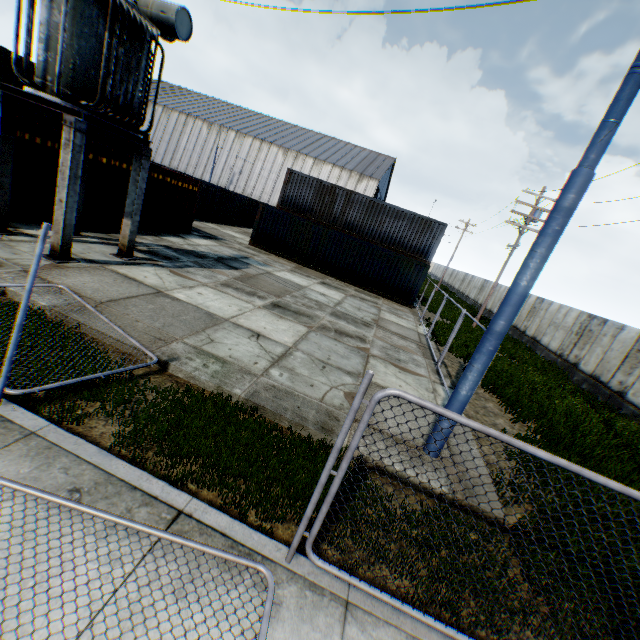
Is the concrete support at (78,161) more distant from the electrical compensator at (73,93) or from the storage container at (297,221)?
the storage container at (297,221)

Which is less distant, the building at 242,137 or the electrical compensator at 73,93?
the electrical compensator at 73,93

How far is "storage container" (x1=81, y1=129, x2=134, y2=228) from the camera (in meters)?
12.04

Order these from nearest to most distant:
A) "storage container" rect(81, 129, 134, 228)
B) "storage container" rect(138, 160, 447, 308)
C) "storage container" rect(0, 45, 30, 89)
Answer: "storage container" rect(81, 129, 134, 228) < "storage container" rect(138, 160, 447, 308) < "storage container" rect(0, 45, 30, 89)

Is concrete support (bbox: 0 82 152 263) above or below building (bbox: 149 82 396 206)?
below

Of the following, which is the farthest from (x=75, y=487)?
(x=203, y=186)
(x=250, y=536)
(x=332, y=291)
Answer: (x=203, y=186)

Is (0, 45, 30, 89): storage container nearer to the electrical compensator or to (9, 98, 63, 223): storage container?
(9, 98, 63, 223): storage container
